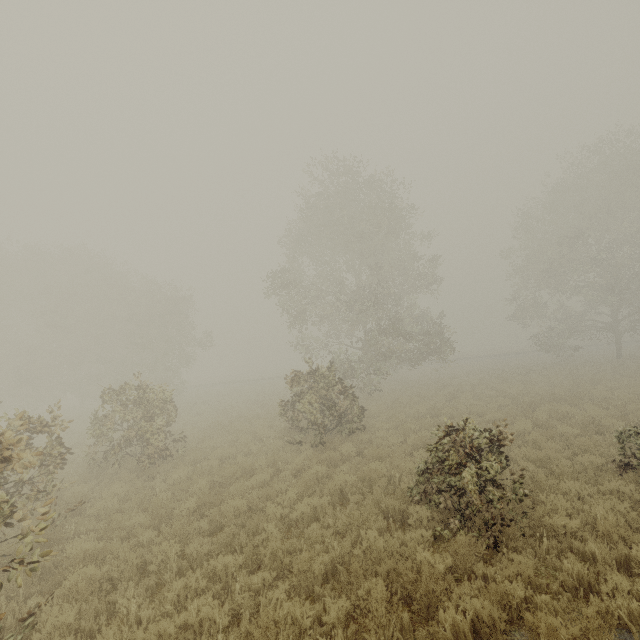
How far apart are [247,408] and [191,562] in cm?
1726
